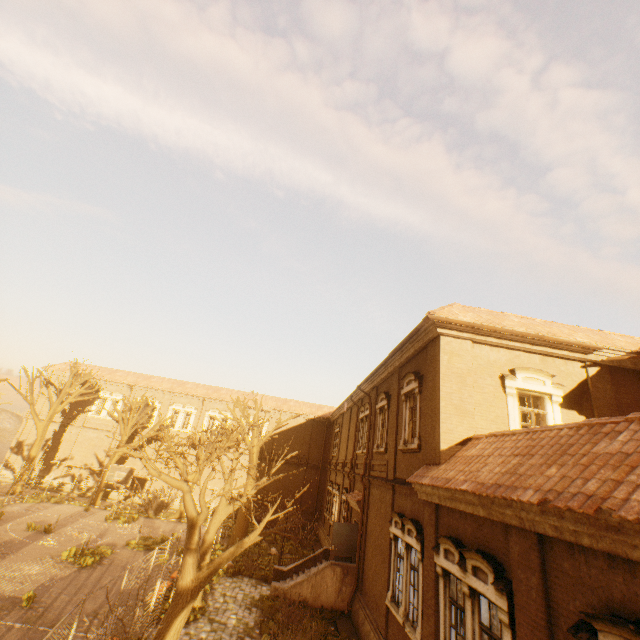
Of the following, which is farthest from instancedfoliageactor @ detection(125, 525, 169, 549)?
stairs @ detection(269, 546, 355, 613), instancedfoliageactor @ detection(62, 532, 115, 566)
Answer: stairs @ detection(269, 546, 355, 613)

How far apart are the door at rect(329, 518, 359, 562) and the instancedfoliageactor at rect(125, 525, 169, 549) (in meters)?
10.89

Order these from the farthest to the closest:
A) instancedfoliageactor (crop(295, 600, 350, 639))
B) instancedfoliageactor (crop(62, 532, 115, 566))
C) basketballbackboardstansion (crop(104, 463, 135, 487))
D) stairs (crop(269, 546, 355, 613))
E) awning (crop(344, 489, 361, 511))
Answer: basketballbackboardstansion (crop(104, 463, 135, 487)) → awning (crop(344, 489, 361, 511)) → instancedfoliageactor (crop(62, 532, 115, 566)) → stairs (crop(269, 546, 355, 613)) → instancedfoliageactor (crop(295, 600, 350, 639))

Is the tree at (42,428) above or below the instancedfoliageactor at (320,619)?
above

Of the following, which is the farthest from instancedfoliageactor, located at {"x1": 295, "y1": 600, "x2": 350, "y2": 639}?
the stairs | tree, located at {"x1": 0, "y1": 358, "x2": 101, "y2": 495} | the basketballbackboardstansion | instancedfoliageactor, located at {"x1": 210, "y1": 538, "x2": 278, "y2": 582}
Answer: the basketballbackboardstansion

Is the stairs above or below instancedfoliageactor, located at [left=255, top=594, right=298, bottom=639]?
above

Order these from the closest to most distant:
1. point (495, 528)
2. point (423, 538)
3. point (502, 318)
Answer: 1. point (495, 528)
2. point (423, 538)
3. point (502, 318)

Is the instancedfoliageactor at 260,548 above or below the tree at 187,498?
below
